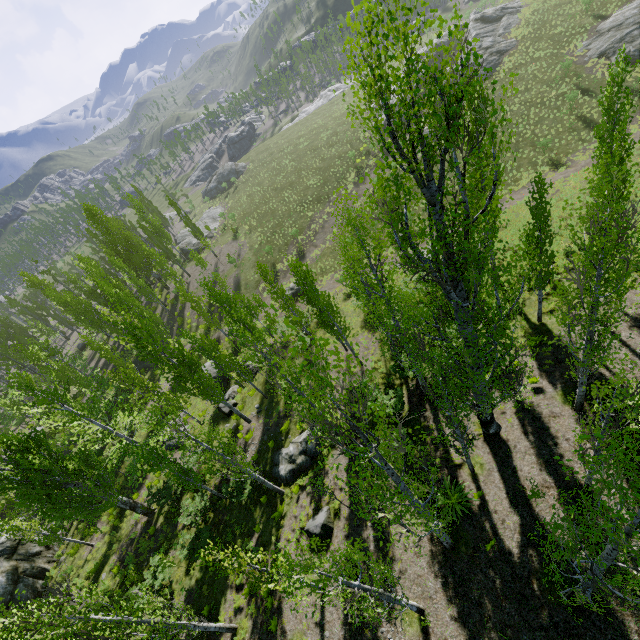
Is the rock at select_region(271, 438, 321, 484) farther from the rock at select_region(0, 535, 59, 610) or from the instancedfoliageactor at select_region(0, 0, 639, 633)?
the rock at select_region(0, 535, 59, 610)

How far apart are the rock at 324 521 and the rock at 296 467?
2.8m

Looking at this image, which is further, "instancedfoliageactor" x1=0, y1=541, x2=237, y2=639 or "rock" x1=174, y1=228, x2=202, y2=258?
"rock" x1=174, y1=228, x2=202, y2=258

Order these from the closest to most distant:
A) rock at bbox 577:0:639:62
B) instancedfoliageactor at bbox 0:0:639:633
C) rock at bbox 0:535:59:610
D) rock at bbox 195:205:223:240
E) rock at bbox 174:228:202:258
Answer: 1. instancedfoliageactor at bbox 0:0:639:633
2. rock at bbox 0:535:59:610
3. rock at bbox 577:0:639:62
4. rock at bbox 174:228:202:258
5. rock at bbox 195:205:223:240

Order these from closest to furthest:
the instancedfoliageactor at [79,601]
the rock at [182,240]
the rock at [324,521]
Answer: the instancedfoliageactor at [79,601] < the rock at [324,521] < the rock at [182,240]

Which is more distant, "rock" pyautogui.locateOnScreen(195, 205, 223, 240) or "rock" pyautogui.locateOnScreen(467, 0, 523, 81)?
"rock" pyautogui.locateOnScreen(195, 205, 223, 240)

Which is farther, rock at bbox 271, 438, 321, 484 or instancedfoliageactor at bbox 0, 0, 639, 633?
rock at bbox 271, 438, 321, 484

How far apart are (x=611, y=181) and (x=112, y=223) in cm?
4634
